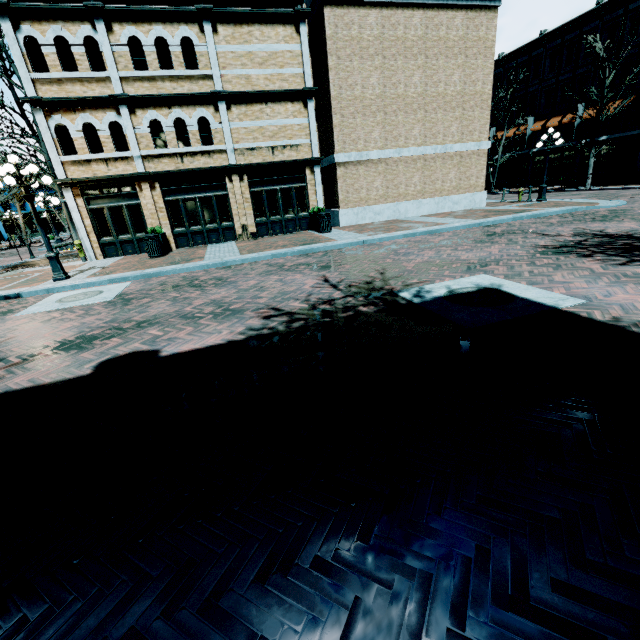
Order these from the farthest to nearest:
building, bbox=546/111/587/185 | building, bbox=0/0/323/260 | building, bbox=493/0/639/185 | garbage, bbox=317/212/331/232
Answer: building, bbox=546/111/587/185
building, bbox=493/0/639/185
garbage, bbox=317/212/331/232
building, bbox=0/0/323/260

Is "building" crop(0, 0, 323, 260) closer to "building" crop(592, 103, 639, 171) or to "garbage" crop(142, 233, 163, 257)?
"building" crop(592, 103, 639, 171)

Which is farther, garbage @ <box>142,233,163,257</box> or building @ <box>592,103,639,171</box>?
building @ <box>592,103,639,171</box>

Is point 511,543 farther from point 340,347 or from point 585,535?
point 340,347

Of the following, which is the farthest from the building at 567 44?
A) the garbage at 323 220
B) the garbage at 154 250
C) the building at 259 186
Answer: the garbage at 154 250

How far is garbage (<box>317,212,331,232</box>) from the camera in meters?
14.6 m

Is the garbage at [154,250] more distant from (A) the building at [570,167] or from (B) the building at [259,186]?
(A) the building at [570,167]

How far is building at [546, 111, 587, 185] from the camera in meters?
29.6 m
